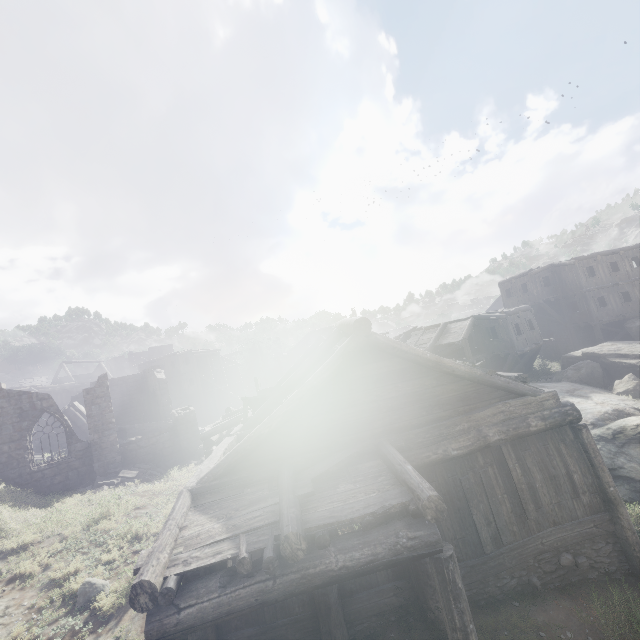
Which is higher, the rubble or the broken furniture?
the broken furniture

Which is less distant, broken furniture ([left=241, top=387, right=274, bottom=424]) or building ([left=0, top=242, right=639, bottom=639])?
building ([left=0, top=242, right=639, bottom=639])

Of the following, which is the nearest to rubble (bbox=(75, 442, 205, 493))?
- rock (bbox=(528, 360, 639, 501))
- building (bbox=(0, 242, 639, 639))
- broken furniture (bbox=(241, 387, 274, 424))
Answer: building (bbox=(0, 242, 639, 639))

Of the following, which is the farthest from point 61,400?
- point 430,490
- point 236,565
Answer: point 430,490

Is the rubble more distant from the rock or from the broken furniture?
the rock

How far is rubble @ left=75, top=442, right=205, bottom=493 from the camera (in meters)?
17.50

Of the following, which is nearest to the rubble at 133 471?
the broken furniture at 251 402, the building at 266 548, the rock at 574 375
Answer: the building at 266 548
